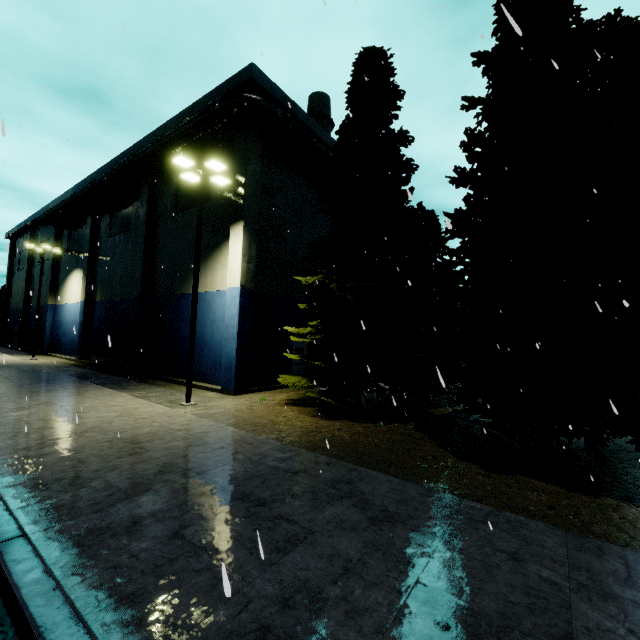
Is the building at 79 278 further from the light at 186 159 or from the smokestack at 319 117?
the smokestack at 319 117

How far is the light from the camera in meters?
12.9

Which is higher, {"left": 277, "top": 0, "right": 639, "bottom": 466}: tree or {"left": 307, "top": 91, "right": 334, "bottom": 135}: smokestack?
{"left": 307, "top": 91, "right": 334, "bottom": 135}: smokestack

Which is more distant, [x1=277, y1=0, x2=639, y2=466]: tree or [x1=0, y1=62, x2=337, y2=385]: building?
[x1=0, y1=62, x2=337, y2=385]: building

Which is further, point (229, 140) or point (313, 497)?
point (229, 140)

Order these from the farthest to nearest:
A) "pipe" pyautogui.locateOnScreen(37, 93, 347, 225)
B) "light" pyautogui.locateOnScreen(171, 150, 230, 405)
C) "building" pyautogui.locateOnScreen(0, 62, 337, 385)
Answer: "building" pyautogui.locateOnScreen(0, 62, 337, 385) < "pipe" pyautogui.locateOnScreen(37, 93, 347, 225) < "light" pyautogui.locateOnScreen(171, 150, 230, 405)

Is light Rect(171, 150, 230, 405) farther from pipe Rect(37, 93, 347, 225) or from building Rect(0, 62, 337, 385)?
pipe Rect(37, 93, 347, 225)

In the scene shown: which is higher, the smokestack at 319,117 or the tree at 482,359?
the smokestack at 319,117
